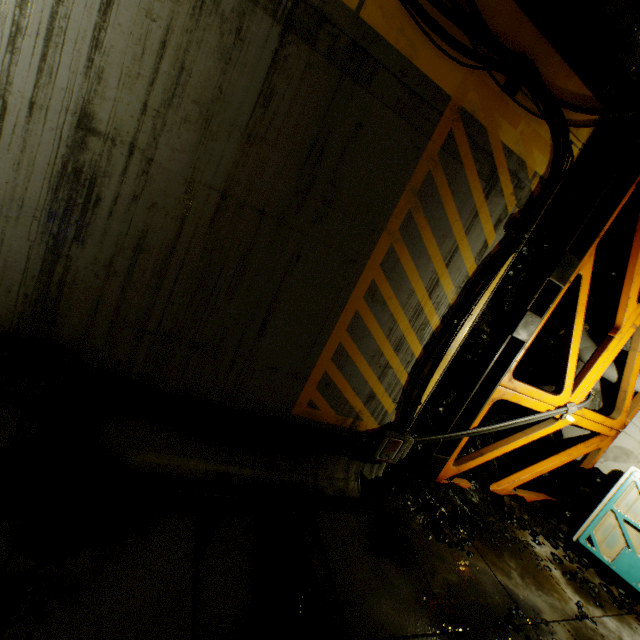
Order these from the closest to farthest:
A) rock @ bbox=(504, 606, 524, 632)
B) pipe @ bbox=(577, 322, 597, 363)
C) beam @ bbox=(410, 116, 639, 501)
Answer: rock @ bbox=(504, 606, 524, 632) → beam @ bbox=(410, 116, 639, 501) → pipe @ bbox=(577, 322, 597, 363)

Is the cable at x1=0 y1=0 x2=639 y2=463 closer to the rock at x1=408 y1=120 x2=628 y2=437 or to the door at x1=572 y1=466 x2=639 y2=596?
the rock at x1=408 y1=120 x2=628 y2=437

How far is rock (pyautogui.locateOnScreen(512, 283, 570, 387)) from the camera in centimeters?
800cm

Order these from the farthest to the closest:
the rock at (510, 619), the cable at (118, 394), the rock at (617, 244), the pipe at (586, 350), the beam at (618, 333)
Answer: the pipe at (586, 350), the rock at (617, 244), the beam at (618, 333), the rock at (510, 619), the cable at (118, 394)

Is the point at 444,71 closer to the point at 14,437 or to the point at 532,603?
the point at 14,437

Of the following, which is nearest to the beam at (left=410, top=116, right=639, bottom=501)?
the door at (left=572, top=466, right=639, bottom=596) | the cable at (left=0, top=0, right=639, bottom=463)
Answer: the cable at (left=0, top=0, right=639, bottom=463)

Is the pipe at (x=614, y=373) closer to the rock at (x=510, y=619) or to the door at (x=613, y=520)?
the rock at (x=510, y=619)

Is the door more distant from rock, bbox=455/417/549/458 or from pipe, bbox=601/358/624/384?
pipe, bbox=601/358/624/384
